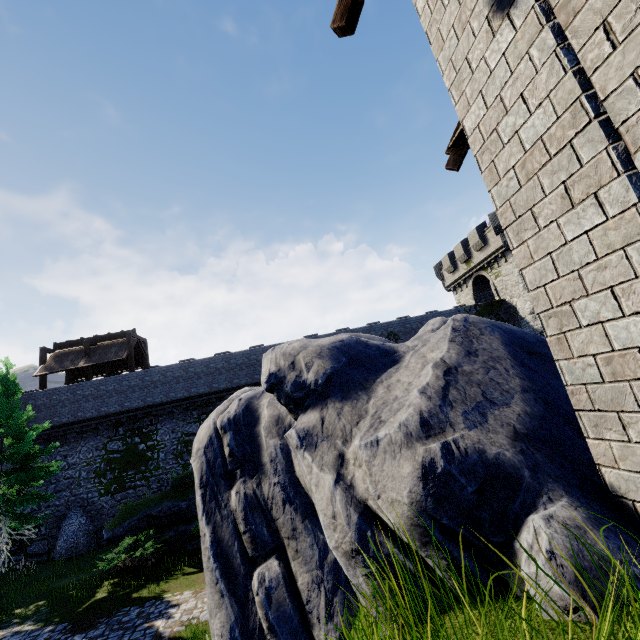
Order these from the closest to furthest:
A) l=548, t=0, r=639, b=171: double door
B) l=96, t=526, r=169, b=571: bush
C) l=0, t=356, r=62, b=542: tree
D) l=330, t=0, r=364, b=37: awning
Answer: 1. l=548, t=0, r=639, b=171: double door
2. l=330, t=0, r=364, b=37: awning
3. l=96, t=526, r=169, b=571: bush
4. l=0, t=356, r=62, b=542: tree

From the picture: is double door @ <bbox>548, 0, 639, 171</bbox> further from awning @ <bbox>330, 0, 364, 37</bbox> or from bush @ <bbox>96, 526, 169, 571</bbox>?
bush @ <bbox>96, 526, 169, 571</bbox>

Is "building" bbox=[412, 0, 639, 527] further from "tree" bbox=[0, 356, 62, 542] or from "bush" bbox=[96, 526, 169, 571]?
"tree" bbox=[0, 356, 62, 542]

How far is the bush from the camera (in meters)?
13.27

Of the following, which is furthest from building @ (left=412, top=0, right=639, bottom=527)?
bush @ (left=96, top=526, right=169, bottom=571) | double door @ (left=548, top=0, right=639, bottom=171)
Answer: bush @ (left=96, top=526, right=169, bottom=571)

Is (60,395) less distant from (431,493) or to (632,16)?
(431,493)

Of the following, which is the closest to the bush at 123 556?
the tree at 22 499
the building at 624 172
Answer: the tree at 22 499

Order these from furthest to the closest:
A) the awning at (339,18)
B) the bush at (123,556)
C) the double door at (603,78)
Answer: the bush at (123,556)
the awning at (339,18)
the double door at (603,78)
